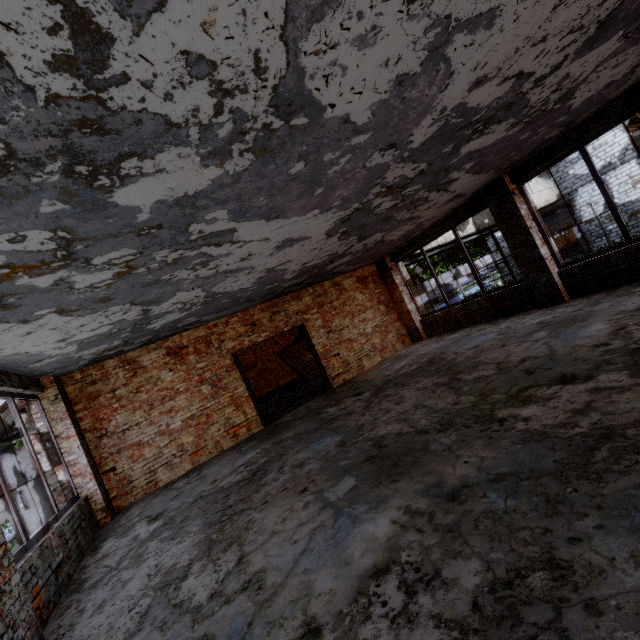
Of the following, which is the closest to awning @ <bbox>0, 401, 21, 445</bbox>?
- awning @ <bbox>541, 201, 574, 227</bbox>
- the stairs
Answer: the stairs

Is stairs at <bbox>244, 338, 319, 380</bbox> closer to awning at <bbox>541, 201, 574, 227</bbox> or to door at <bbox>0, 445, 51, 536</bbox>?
door at <bbox>0, 445, 51, 536</bbox>

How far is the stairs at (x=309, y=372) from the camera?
15.3m

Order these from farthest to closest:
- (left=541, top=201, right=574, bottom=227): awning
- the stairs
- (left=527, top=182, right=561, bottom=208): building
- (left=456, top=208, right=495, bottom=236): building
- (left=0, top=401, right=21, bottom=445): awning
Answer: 1. (left=541, top=201, right=574, bottom=227): awning
2. (left=527, top=182, right=561, bottom=208): building
3. (left=456, top=208, right=495, bottom=236): building
4. the stairs
5. (left=0, top=401, right=21, bottom=445): awning

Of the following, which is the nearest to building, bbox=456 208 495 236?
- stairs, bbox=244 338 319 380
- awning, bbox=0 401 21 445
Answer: stairs, bbox=244 338 319 380

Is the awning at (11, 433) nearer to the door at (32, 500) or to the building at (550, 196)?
the door at (32, 500)

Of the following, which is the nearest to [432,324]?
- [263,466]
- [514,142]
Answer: [514,142]
